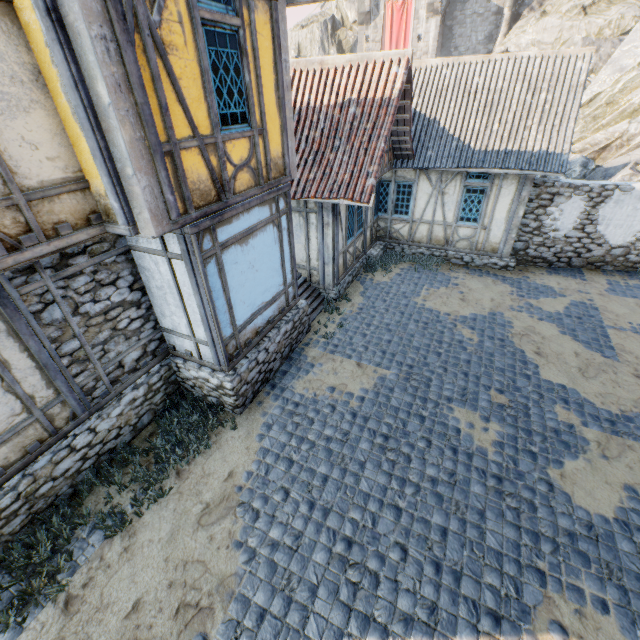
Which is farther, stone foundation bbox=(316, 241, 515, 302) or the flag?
the flag

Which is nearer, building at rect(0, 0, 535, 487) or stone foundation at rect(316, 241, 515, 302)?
A: building at rect(0, 0, 535, 487)

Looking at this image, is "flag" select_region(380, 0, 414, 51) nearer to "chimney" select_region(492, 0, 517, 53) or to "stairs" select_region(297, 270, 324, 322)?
"chimney" select_region(492, 0, 517, 53)

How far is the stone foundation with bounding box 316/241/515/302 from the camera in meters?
10.7

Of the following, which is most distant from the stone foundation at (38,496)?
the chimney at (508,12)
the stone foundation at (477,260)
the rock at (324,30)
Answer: the chimney at (508,12)

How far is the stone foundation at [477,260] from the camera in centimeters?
1067cm

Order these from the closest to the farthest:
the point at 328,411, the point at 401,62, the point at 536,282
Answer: the point at 328,411 → the point at 401,62 → the point at 536,282

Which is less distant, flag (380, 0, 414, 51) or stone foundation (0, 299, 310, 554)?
stone foundation (0, 299, 310, 554)
